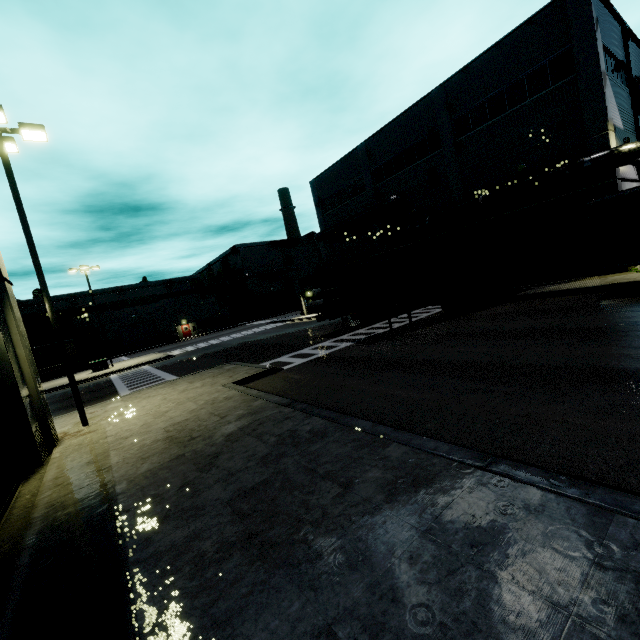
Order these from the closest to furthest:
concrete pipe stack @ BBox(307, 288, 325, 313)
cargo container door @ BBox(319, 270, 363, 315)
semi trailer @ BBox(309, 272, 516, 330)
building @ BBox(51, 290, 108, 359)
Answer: cargo container door @ BBox(319, 270, 363, 315), semi trailer @ BBox(309, 272, 516, 330), concrete pipe stack @ BBox(307, 288, 325, 313), building @ BBox(51, 290, 108, 359)

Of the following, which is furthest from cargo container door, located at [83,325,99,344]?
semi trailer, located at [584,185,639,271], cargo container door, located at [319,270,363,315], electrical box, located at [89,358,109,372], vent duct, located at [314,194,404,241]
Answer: cargo container door, located at [319,270,363,315]

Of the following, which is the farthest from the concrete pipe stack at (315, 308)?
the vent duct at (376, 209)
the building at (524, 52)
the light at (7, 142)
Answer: the light at (7, 142)

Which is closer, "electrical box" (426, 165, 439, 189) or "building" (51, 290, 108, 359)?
"electrical box" (426, 165, 439, 189)

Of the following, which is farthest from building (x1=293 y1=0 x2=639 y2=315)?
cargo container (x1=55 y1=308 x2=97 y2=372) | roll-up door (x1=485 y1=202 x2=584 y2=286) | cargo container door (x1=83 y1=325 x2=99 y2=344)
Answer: cargo container door (x1=83 y1=325 x2=99 y2=344)

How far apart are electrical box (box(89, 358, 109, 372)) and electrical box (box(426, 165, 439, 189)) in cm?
3253

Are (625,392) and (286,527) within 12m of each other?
yes

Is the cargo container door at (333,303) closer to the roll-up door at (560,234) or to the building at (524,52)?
the roll-up door at (560,234)
